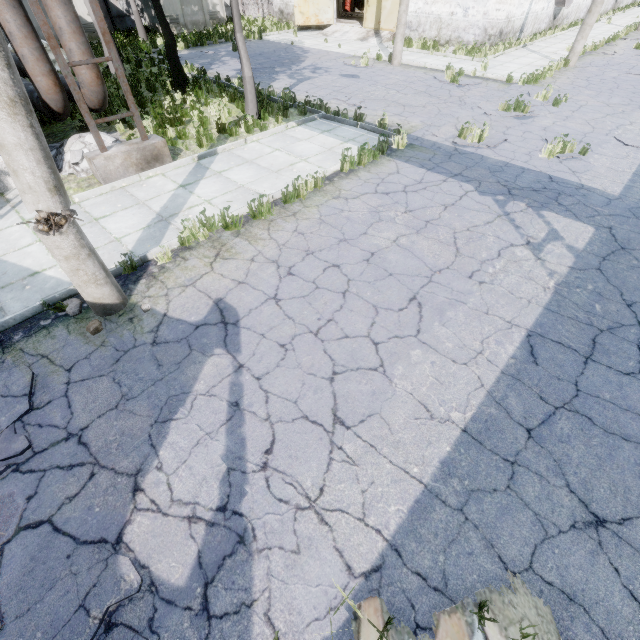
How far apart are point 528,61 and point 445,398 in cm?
2158

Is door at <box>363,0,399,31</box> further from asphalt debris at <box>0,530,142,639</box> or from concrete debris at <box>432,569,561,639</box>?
concrete debris at <box>432,569,561,639</box>

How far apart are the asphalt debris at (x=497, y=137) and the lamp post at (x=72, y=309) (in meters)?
9.86

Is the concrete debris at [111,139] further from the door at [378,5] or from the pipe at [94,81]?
the door at [378,5]

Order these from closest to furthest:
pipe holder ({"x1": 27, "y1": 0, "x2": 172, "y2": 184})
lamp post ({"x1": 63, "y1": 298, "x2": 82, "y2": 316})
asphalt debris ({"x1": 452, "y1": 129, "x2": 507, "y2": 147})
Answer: lamp post ({"x1": 63, "y1": 298, "x2": 82, "y2": 316})
pipe holder ({"x1": 27, "y1": 0, "x2": 172, "y2": 184})
asphalt debris ({"x1": 452, "y1": 129, "x2": 507, "y2": 147})

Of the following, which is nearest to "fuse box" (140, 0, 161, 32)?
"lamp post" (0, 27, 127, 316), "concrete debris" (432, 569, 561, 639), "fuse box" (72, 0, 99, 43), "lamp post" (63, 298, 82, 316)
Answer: "fuse box" (72, 0, 99, 43)

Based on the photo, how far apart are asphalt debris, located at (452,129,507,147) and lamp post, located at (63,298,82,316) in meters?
9.9

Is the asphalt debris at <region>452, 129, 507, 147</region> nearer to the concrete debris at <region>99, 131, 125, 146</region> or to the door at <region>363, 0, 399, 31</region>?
the concrete debris at <region>99, 131, 125, 146</region>
